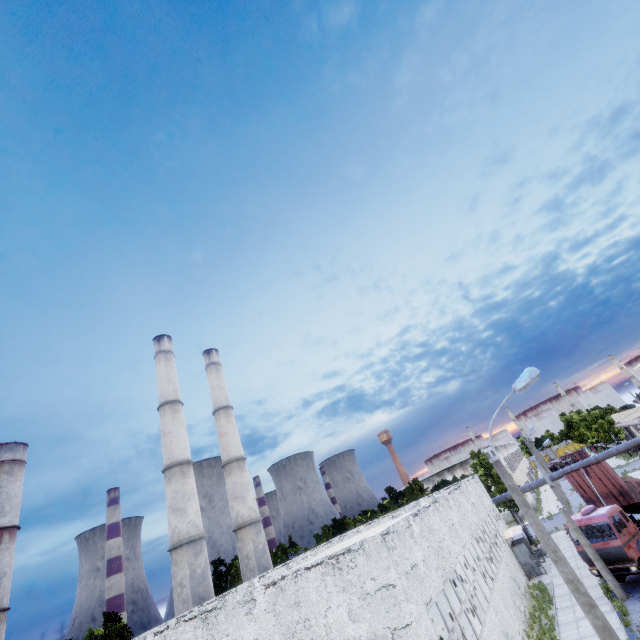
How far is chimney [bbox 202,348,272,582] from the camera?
29.6m

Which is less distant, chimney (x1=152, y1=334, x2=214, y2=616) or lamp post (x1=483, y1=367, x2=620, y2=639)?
lamp post (x1=483, y1=367, x2=620, y2=639)

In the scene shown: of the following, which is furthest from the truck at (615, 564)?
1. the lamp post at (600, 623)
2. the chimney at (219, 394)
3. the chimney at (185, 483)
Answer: the chimney at (185, 483)

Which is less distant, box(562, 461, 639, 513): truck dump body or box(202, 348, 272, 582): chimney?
box(562, 461, 639, 513): truck dump body

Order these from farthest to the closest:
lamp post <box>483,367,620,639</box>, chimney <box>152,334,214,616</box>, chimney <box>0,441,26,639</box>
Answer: chimney <box>0,441,26,639</box> → chimney <box>152,334,214,616</box> → lamp post <box>483,367,620,639</box>

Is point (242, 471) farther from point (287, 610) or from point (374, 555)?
point (374, 555)

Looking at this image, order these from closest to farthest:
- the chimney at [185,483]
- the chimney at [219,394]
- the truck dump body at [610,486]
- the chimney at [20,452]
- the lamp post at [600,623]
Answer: the lamp post at [600,623] → the truck dump body at [610,486] → the chimney at [185,483] → the chimney at [219,394] → the chimney at [20,452]

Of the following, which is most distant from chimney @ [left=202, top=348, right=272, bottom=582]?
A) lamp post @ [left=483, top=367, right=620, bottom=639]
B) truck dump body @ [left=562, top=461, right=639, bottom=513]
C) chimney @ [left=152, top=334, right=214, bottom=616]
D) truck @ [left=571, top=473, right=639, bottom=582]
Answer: lamp post @ [left=483, top=367, right=620, bottom=639]
